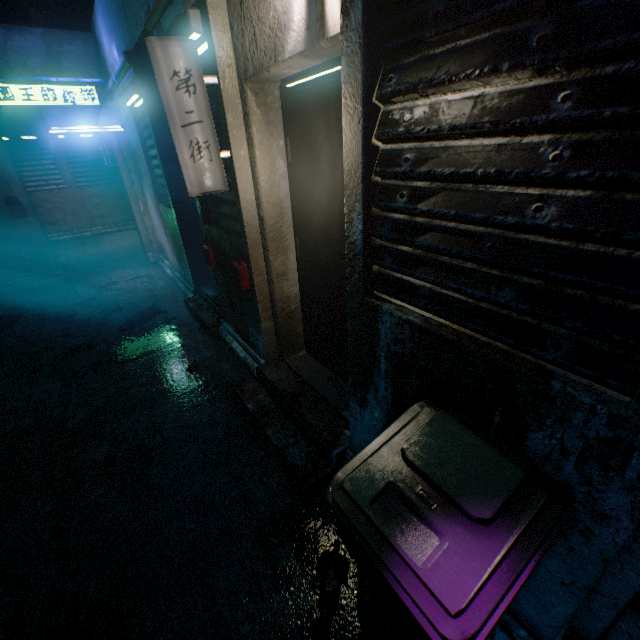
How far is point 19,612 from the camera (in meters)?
1.62

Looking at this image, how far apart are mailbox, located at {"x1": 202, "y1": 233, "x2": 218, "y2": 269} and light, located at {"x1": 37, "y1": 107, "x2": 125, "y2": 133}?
3.1m

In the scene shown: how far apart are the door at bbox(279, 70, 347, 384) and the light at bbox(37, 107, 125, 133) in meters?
4.0 m

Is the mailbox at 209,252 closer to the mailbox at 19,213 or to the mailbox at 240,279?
the mailbox at 240,279

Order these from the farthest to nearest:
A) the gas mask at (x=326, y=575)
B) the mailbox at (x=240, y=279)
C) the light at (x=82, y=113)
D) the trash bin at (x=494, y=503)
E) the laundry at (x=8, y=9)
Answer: the laundry at (x=8, y=9), the light at (x=82, y=113), the mailbox at (x=240, y=279), the gas mask at (x=326, y=575), the trash bin at (x=494, y=503)

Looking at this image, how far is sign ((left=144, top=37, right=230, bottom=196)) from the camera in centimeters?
182cm

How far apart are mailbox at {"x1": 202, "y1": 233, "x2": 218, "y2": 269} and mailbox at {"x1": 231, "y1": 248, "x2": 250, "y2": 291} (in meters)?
0.60

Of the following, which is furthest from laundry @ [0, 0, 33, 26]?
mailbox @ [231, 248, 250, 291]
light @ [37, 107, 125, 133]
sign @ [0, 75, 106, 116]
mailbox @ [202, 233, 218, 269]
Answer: mailbox @ [231, 248, 250, 291]
